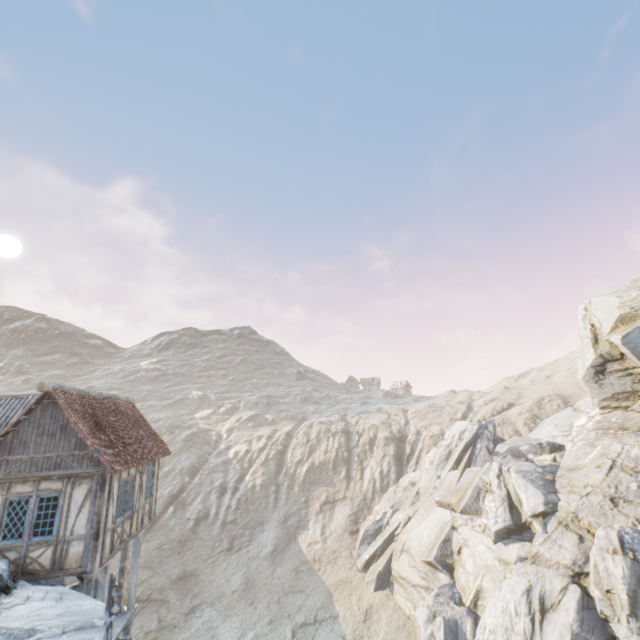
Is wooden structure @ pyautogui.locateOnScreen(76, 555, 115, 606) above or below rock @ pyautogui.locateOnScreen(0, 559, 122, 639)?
below

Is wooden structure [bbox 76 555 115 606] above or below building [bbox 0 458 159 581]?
below

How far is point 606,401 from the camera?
22.30m

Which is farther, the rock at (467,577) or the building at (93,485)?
the rock at (467,577)

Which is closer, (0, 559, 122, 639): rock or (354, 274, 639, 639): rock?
(0, 559, 122, 639): rock

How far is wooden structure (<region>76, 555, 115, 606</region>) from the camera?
11.1 meters

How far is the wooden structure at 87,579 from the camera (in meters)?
11.06

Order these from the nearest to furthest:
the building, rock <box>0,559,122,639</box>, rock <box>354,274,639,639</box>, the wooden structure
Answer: rock <box>0,559,122,639</box>, the building, the wooden structure, rock <box>354,274,639,639</box>
